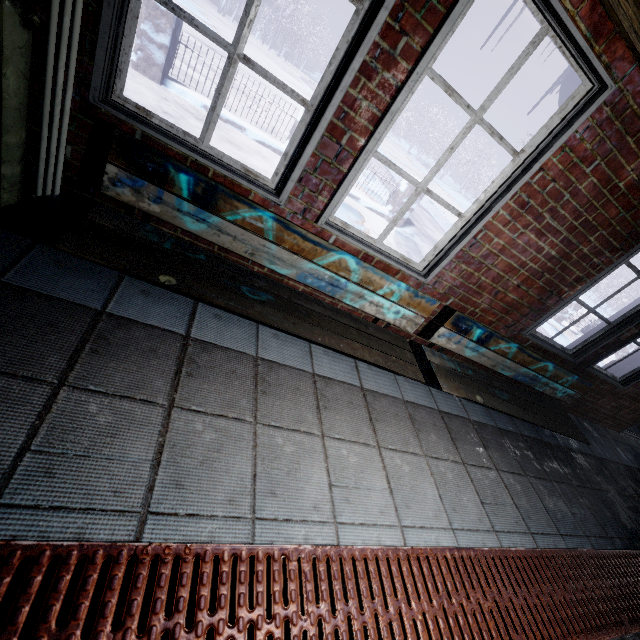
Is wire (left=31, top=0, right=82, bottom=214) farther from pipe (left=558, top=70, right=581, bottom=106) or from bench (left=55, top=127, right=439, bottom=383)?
pipe (left=558, top=70, right=581, bottom=106)

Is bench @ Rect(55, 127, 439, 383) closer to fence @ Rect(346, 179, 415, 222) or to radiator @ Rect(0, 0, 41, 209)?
radiator @ Rect(0, 0, 41, 209)

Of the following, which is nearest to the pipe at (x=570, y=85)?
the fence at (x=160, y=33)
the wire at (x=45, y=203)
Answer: the wire at (x=45, y=203)

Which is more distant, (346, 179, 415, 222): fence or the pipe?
(346, 179, 415, 222): fence

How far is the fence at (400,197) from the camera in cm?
632

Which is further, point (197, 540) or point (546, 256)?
point (546, 256)

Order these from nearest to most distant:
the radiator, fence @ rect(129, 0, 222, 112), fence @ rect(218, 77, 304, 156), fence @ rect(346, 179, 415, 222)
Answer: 1. the radiator
2. fence @ rect(129, 0, 222, 112)
3. fence @ rect(218, 77, 304, 156)
4. fence @ rect(346, 179, 415, 222)

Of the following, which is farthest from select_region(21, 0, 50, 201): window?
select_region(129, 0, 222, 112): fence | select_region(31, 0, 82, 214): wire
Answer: select_region(129, 0, 222, 112): fence
